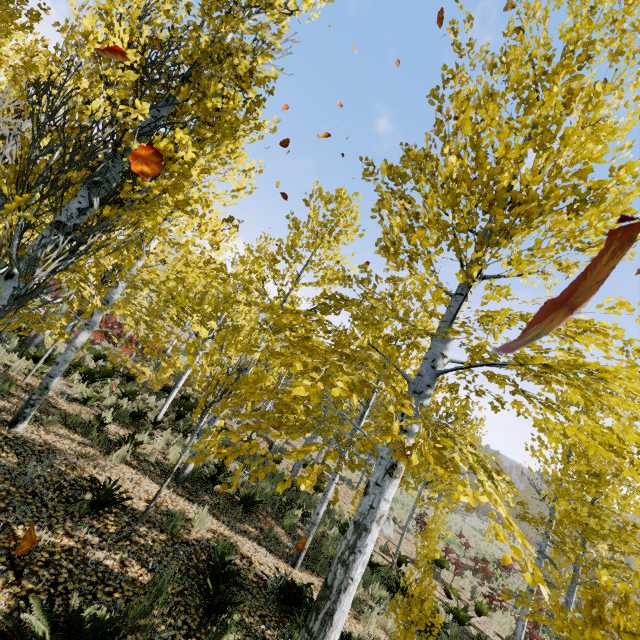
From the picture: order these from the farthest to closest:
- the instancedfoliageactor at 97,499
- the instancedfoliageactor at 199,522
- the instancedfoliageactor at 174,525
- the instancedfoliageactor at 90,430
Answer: the instancedfoliageactor at 90,430 < the instancedfoliageactor at 199,522 < the instancedfoliageactor at 174,525 < the instancedfoliageactor at 97,499

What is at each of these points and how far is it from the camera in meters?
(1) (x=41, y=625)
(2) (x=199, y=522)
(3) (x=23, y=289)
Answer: (1) instancedfoliageactor, 2.6 m
(2) instancedfoliageactor, 6.0 m
(3) instancedfoliageactor, 3.6 m

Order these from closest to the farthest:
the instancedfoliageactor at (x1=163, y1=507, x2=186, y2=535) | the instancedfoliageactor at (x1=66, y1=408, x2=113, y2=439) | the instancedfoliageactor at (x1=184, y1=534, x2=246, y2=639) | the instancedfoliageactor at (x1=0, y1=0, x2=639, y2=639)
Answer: the instancedfoliageactor at (x1=0, y1=0, x2=639, y2=639) < the instancedfoliageactor at (x1=184, y1=534, x2=246, y2=639) < the instancedfoliageactor at (x1=163, y1=507, x2=186, y2=535) < the instancedfoliageactor at (x1=66, y1=408, x2=113, y2=439)

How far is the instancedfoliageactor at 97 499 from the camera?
4.7m

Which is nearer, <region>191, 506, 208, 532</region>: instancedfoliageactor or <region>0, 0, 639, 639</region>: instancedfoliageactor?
<region>0, 0, 639, 639</region>: instancedfoliageactor

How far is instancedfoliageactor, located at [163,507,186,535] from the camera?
5.4m

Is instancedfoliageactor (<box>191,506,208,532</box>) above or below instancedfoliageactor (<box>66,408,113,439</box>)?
below
